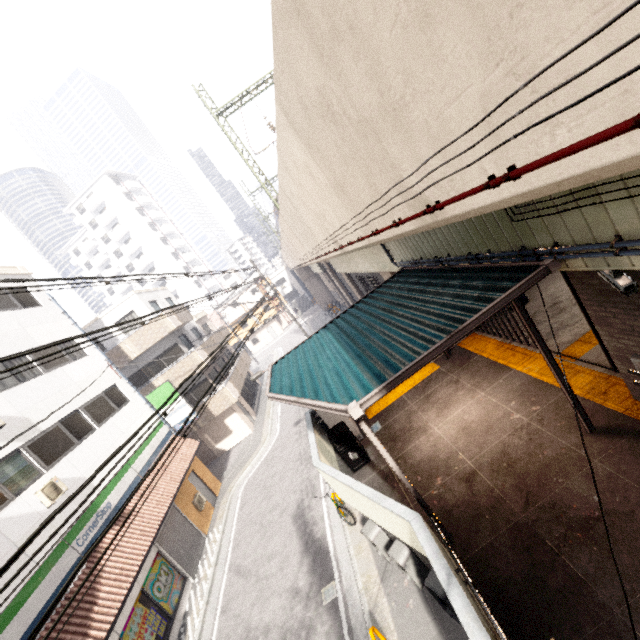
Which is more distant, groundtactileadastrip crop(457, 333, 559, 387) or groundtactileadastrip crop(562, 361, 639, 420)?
groundtactileadastrip crop(457, 333, 559, 387)

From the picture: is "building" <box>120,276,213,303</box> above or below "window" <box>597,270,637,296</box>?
above

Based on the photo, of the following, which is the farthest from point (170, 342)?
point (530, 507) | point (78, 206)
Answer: point (78, 206)

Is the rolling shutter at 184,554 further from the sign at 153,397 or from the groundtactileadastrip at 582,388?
the groundtactileadastrip at 582,388

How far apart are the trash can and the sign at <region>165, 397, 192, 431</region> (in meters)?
11.15

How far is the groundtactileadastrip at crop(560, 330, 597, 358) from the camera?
7.28m

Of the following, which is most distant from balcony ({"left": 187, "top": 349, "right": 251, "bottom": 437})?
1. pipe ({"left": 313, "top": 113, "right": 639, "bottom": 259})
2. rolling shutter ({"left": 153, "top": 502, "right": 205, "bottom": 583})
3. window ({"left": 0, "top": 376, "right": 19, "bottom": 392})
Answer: window ({"left": 0, "top": 376, "right": 19, "bottom": 392})

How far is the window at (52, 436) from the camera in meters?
10.4 m
